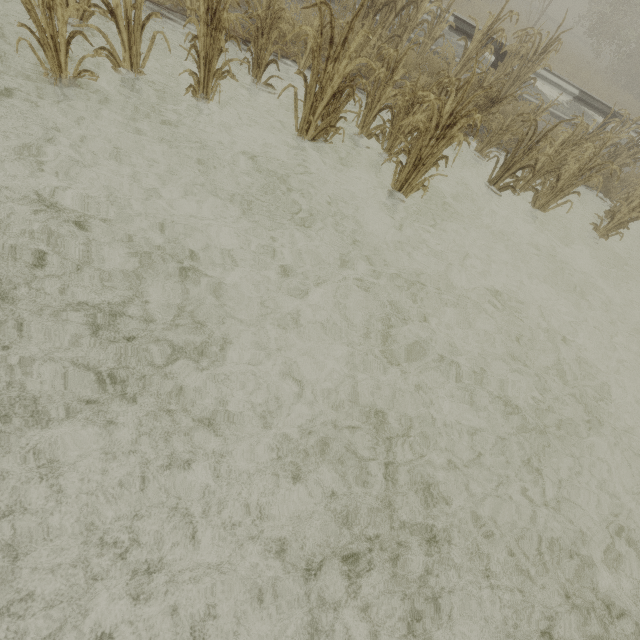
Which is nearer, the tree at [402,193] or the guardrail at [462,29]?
the tree at [402,193]

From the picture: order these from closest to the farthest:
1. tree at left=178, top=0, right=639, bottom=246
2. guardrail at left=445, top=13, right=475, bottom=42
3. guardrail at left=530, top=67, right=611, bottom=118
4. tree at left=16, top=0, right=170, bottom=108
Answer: tree at left=16, top=0, right=170, bottom=108
tree at left=178, top=0, right=639, bottom=246
guardrail at left=445, top=13, right=475, bottom=42
guardrail at left=530, top=67, right=611, bottom=118

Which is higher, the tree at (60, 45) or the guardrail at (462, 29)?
the guardrail at (462, 29)

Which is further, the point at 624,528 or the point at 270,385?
the point at 624,528

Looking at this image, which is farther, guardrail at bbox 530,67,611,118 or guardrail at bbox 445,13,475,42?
guardrail at bbox 530,67,611,118

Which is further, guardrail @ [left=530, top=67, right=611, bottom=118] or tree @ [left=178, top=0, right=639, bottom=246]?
guardrail @ [left=530, top=67, right=611, bottom=118]

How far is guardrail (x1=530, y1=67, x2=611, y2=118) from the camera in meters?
9.4
